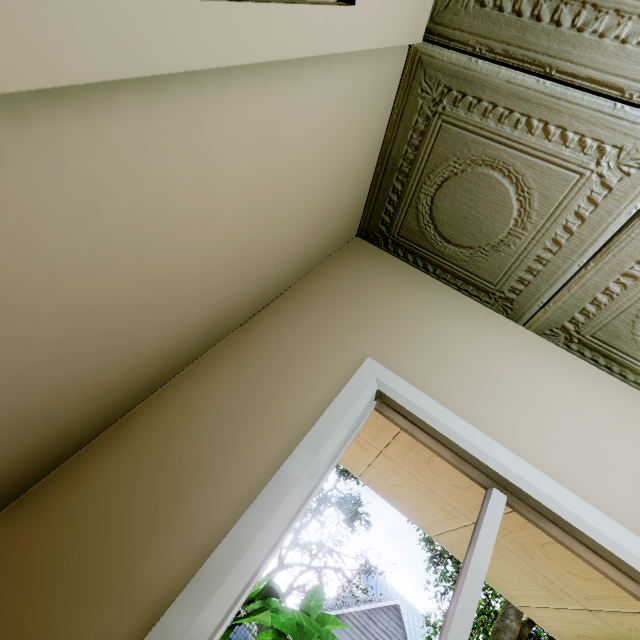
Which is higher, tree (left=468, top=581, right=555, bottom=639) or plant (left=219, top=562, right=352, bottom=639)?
tree (left=468, top=581, right=555, bottom=639)

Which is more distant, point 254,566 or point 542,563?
point 542,563

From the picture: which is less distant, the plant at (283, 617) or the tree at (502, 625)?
the plant at (283, 617)

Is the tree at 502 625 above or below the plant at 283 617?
above

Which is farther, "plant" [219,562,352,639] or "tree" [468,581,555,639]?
"tree" [468,581,555,639]
